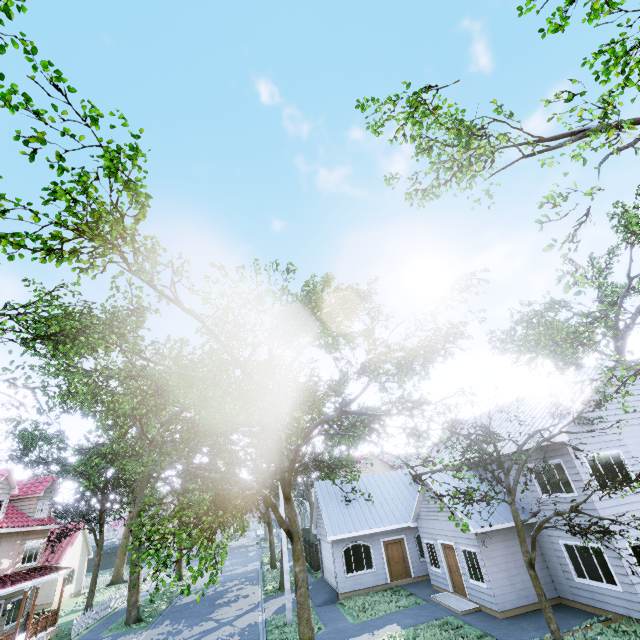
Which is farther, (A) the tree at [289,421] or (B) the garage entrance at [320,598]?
(B) the garage entrance at [320,598]

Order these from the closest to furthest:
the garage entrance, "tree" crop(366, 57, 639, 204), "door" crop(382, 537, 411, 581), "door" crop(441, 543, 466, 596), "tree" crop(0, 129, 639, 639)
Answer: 1. "tree" crop(366, 57, 639, 204)
2. "tree" crop(0, 129, 639, 639)
3. "door" crop(441, 543, 466, 596)
4. the garage entrance
5. "door" crop(382, 537, 411, 581)

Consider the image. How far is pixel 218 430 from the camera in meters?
22.2

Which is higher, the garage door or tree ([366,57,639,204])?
tree ([366,57,639,204])

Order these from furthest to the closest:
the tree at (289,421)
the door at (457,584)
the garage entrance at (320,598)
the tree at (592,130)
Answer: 1. the garage entrance at (320,598)
2. the door at (457,584)
3. the tree at (289,421)
4. the tree at (592,130)

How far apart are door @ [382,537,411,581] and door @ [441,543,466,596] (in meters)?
4.41

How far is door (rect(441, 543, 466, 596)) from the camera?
15.7 meters

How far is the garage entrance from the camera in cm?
1889
